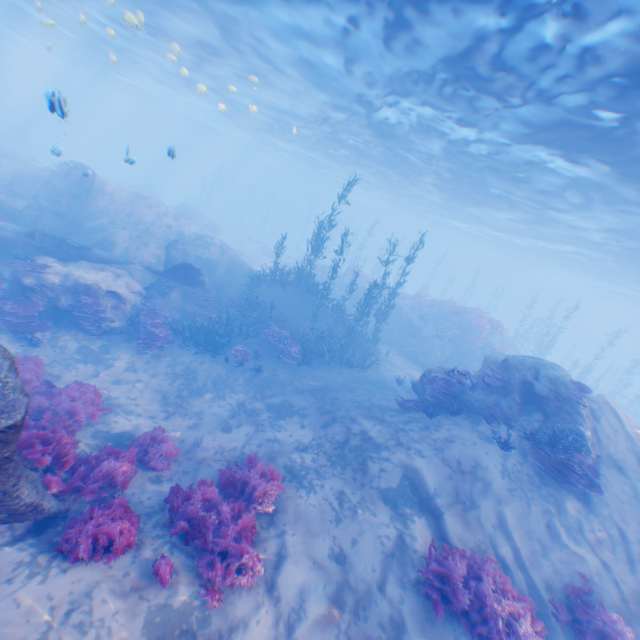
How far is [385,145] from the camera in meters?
23.2

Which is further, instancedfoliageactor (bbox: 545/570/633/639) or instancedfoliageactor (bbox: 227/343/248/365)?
instancedfoliageactor (bbox: 227/343/248/365)

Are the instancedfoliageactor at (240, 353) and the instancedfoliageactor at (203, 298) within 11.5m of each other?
yes

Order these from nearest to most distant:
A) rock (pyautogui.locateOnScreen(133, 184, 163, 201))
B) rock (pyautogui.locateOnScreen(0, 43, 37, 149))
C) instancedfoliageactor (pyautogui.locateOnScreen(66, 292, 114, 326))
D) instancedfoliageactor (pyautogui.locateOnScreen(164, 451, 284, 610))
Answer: instancedfoliageactor (pyautogui.locateOnScreen(164, 451, 284, 610)), instancedfoliageactor (pyautogui.locateOnScreen(66, 292, 114, 326)), rock (pyautogui.locateOnScreen(0, 43, 37, 149)), rock (pyautogui.locateOnScreen(133, 184, 163, 201))

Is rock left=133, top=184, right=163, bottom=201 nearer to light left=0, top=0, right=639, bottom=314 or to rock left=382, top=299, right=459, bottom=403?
light left=0, top=0, right=639, bottom=314

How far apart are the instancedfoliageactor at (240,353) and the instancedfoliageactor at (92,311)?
4.8m

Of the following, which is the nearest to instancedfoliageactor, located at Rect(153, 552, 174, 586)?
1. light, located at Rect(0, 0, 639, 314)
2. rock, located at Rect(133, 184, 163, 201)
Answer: light, located at Rect(0, 0, 639, 314)

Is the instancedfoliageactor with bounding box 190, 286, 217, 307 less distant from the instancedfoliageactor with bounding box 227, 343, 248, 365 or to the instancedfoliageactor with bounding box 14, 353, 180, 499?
the instancedfoliageactor with bounding box 227, 343, 248, 365
